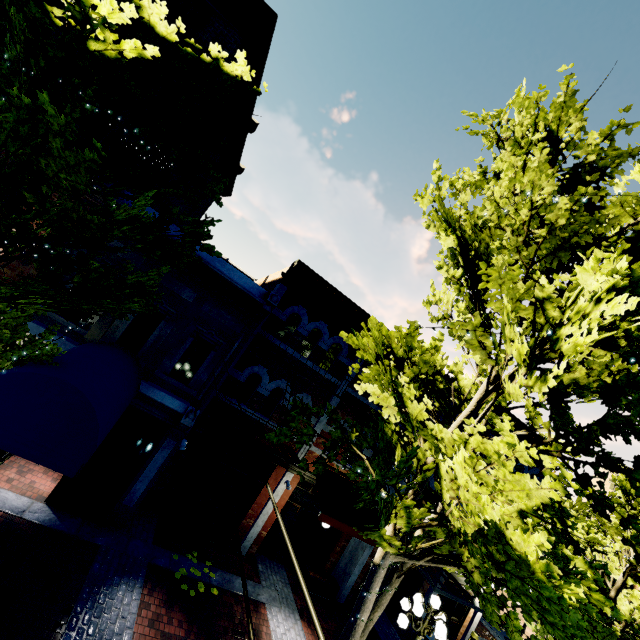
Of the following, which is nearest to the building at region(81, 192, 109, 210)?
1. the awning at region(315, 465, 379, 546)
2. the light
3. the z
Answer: the light

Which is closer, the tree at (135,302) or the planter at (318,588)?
the tree at (135,302)

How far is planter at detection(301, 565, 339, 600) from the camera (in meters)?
11.22

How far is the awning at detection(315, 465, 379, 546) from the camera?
10.2 meters

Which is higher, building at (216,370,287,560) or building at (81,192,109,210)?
building at (81,192,109,210)

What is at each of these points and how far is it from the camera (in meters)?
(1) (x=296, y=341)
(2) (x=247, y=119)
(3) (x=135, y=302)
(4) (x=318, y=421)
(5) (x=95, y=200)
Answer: (1) building, 11.45
(2) building, 13.62
(3) tree, 6.89
(4) building, 11.72
(5) building, 7.88

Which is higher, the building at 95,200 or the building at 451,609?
the building at 95,200

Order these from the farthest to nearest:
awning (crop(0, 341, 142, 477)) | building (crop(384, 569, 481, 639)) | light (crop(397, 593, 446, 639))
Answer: building (crop(384, 569, 481, 639)) < light (crop(397, 593, 446, 639)) < awning (crop(0, 341, 142, 477))
